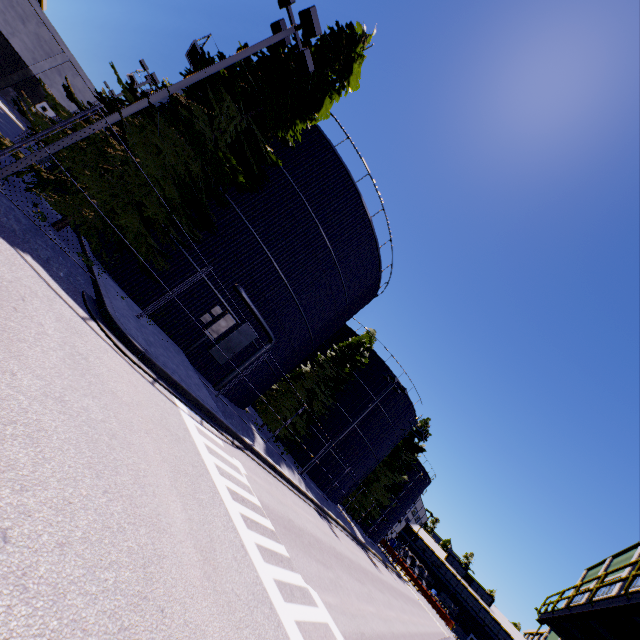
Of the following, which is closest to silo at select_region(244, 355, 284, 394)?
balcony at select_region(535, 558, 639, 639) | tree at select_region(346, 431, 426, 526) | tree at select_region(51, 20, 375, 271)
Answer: tree at select_region(346, 431, 426, 526)

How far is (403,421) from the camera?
33.03m

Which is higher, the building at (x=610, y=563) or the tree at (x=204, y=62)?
the building at (x=610, y=563)

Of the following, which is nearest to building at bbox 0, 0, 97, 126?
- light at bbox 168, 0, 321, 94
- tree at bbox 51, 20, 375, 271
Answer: tree at bbox 51, 20, 375, 271

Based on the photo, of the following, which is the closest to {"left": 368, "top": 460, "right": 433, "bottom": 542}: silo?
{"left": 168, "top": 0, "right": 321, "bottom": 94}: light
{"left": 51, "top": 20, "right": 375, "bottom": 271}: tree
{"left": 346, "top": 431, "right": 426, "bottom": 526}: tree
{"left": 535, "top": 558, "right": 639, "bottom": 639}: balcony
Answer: {"left": 346, "top": 431, "right": 426, "bottom": 526}: tree

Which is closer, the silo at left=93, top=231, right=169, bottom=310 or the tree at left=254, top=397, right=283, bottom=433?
the silo at left=93, top=231, right=169, bottom=310

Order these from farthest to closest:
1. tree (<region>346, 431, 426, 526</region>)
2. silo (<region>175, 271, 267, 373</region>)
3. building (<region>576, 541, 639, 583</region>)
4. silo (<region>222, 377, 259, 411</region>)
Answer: tree (<region>346, 431, 426, 526</region>) → building (<region>576, 541, 639, 583</region>) → silo (<region>222, 377, 259, 411</region>) → silo (<region>175, 271, 267, 373</region>)

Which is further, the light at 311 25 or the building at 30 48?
the building at 30 48
